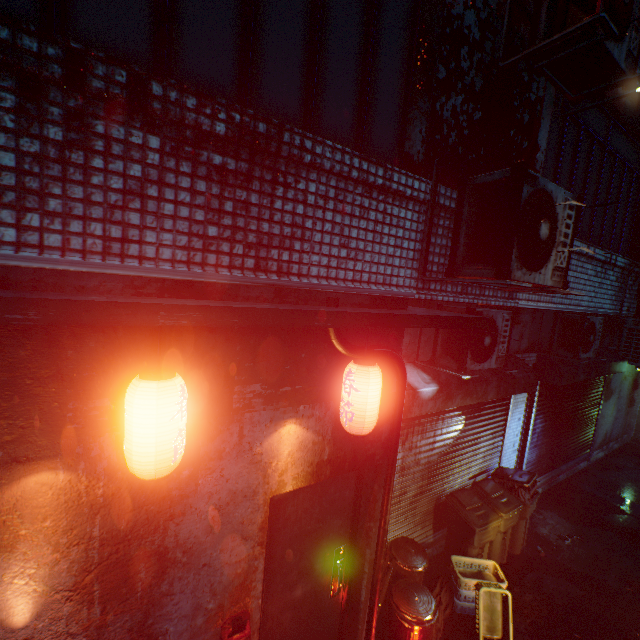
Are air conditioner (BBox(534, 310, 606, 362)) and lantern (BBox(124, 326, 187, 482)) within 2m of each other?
no

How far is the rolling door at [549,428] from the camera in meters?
4.0 m

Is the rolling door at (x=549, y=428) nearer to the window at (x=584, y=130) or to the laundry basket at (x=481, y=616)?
the laundry basket at (x=481, y=616)

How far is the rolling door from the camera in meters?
4.0 m

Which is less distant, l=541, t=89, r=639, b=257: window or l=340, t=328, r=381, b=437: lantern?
l=340, t=328, r=381, b=437: lantern

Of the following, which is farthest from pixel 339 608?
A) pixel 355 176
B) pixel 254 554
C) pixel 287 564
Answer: pixel 355 176

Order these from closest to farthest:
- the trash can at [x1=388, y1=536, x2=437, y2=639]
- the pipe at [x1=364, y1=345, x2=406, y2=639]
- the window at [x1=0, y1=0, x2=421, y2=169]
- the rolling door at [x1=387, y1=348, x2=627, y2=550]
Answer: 1. the window at [x1=0, y1=0, x2=421, y2=169]
2. the pipe at [x1=364, y1=345, x2=406, y2=639]
3. the trash can at [x1=388, y1=536, x2=437, y2=639]
4. the rolling door at [x1=387, y1=348, x2=627, y2=550]

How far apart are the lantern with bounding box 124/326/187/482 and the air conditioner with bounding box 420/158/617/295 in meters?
1.8
